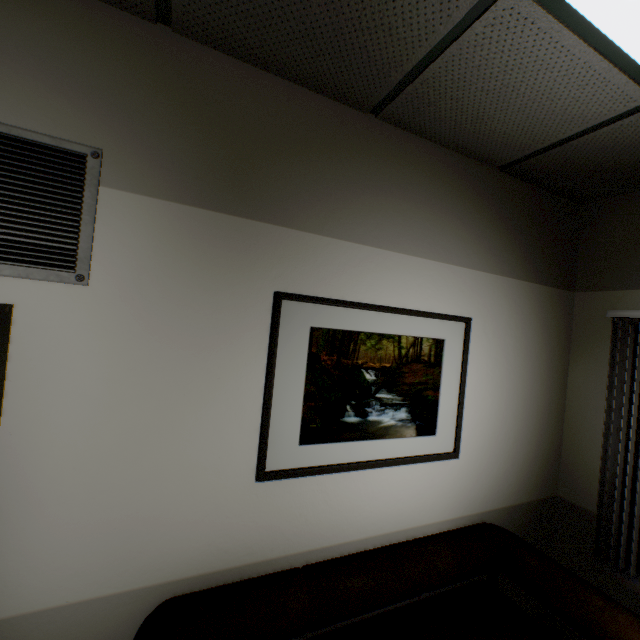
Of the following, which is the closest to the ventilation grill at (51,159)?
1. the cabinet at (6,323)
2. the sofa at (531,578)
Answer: the cabinet at (6,323)

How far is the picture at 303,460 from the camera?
1.5m

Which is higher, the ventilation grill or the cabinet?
the ventilation grill

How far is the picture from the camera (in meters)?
1.54

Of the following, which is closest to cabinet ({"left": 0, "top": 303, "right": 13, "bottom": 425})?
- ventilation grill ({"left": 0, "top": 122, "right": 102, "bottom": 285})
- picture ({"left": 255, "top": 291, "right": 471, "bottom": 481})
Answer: ventilation grill ({"left": 0, "top": 122, "right": 102, "bottom": 285})

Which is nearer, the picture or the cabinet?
the cabinet

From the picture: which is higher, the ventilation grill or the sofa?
the ventilation grill

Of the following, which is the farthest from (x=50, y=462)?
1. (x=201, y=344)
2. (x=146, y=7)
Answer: (x=146, y=7)
